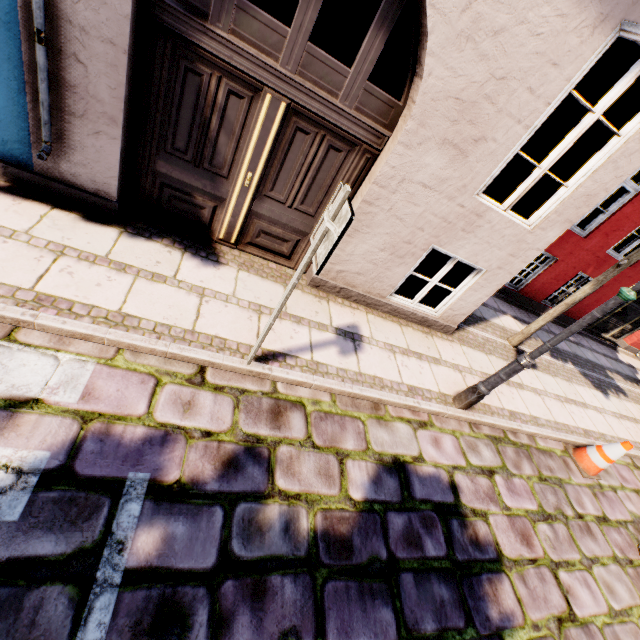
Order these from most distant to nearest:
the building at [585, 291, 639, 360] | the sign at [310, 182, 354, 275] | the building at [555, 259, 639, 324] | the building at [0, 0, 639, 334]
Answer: the building at [585, 291, 639, 360] < the building at [555, 259, 639, 324] < the building at [0, 0, 639, 334] < the sign at [310, 182, 354, 275]

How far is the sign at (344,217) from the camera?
2.00m

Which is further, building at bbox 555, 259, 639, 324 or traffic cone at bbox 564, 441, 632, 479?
building at bbox 555, 259, 639, 324

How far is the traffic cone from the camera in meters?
4.8

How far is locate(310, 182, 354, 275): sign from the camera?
2.0 meters

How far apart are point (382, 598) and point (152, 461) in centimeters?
209cm

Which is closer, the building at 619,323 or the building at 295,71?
the building at 295,71

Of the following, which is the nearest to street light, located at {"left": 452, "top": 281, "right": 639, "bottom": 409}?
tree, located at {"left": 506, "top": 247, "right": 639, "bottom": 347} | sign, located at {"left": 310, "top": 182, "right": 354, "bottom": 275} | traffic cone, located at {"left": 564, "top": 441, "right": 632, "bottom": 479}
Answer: tree, located at {"left": 506, "top": 247, "right": 639, "bottom": 347}
